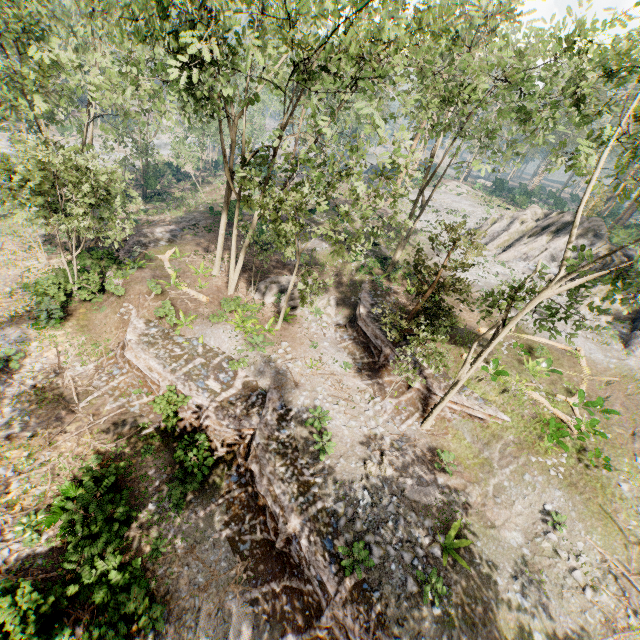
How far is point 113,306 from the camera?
19.6 meters

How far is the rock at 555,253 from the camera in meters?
31.7 m

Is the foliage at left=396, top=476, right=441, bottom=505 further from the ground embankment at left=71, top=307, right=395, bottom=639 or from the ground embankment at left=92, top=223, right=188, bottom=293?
the ground embankment at left=92, top=223, right=188, bottom=293

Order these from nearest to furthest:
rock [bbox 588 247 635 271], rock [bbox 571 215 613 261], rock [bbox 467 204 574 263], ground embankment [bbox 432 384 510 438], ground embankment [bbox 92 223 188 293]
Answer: ground embankment [bbox 432 384 510 438] < ground embankment [bbox 92 223 188 293] < rock [bbox 588 247 635 271] < rock [bbox 571 215 613 261] < rock [bbox 467 204 574 263]

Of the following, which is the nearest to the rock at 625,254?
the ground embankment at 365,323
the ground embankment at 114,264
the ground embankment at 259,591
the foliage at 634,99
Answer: the foliage at 634,99

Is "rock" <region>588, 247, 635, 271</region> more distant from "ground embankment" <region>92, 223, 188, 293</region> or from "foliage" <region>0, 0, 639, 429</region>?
"ground embankment" <region>92, 223, 188, 293</region>

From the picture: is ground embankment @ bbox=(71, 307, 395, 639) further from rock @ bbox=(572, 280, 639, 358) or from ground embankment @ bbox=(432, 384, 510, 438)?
rock @ bbox=(572, 280, 639, 358)
